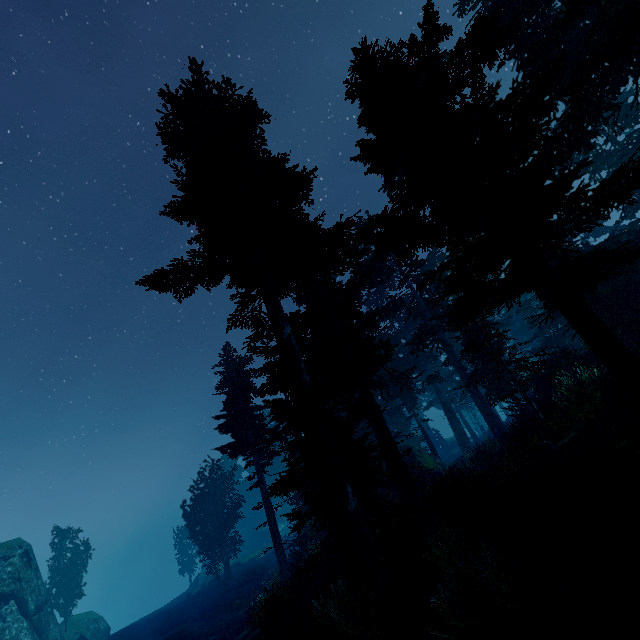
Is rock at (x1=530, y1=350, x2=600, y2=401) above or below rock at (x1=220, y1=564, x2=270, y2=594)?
above

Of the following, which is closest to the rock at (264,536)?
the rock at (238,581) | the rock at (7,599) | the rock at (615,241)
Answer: the rock at (238,581)

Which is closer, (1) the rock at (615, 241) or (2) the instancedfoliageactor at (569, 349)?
(2) the instancedfoliageactor at (569, 349)

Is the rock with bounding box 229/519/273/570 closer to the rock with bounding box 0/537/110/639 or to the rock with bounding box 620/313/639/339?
the rock with bounding box 0/537/110/639

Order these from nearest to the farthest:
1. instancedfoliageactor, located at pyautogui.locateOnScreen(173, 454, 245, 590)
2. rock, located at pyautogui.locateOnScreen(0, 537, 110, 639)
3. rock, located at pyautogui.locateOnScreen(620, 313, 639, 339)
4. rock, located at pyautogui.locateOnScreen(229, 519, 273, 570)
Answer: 1. rock, located at pyautogui.locateOnScreen(620, 313, 639, 339)
2. rock, located at pyautogui.locateOnScreen(0, 537, 110, 639)
3. instancedfoliageactor, located at pyautogui.locateOnScreen(173, 454, 245, 590)
4. rock, located at pyautogui.locateOnScreen(229, 519, 273, 570)

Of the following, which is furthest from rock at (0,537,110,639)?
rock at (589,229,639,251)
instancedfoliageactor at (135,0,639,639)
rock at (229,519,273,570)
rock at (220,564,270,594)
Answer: rock at (589,229,639,251)

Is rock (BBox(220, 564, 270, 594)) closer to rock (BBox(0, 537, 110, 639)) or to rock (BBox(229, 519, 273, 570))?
rock (BBox(0, 537, 110, 639))

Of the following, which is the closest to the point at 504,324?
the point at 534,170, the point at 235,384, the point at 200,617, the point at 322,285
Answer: the point at 322,285
